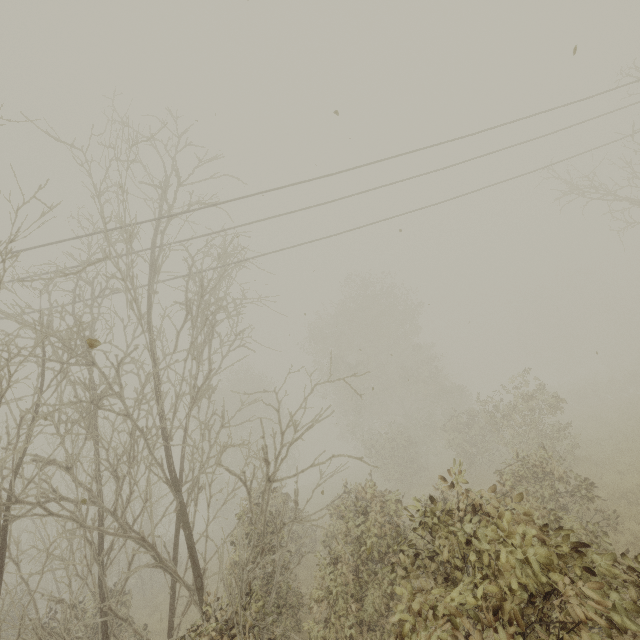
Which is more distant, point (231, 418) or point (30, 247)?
point (231, 418)
